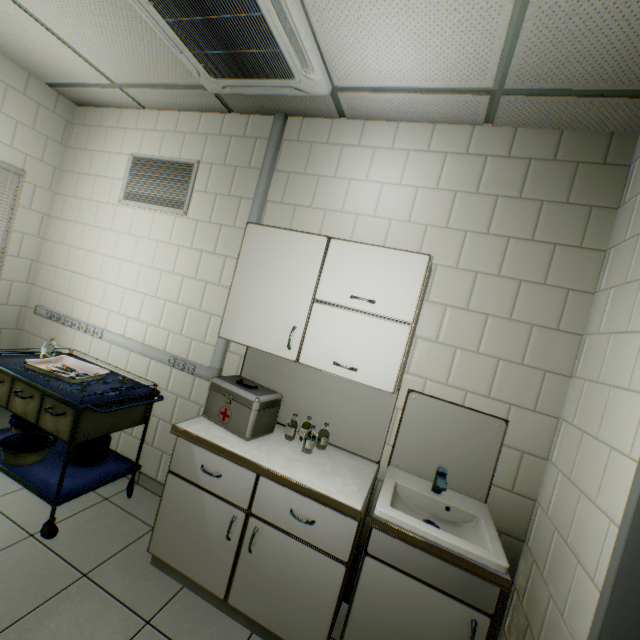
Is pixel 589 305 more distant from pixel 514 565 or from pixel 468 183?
pixel 514 565

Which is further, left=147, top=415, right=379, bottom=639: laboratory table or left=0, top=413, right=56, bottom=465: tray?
left=0, top=413, right=56, bottom=465: tray

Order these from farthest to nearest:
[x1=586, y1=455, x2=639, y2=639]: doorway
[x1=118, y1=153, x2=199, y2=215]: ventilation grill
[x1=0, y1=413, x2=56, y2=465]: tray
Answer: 1. [x1=118, y1=153, x2=199, y2=215]: ventilation grill
2. [x1=0, y1=413, x2=56, y2=465]: tray
3. [x1=586, y1=455, x2=639, y2=639]: doorway

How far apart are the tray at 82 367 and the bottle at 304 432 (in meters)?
1.54

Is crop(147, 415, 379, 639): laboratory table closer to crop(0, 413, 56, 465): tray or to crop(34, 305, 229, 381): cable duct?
crop(34, 305, 229, 381): cable duct

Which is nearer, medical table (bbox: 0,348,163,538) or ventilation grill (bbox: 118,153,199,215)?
medical table (bbox: 0,348,163,538)

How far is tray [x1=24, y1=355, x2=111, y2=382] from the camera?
2.3m

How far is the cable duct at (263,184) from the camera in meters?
2.5
